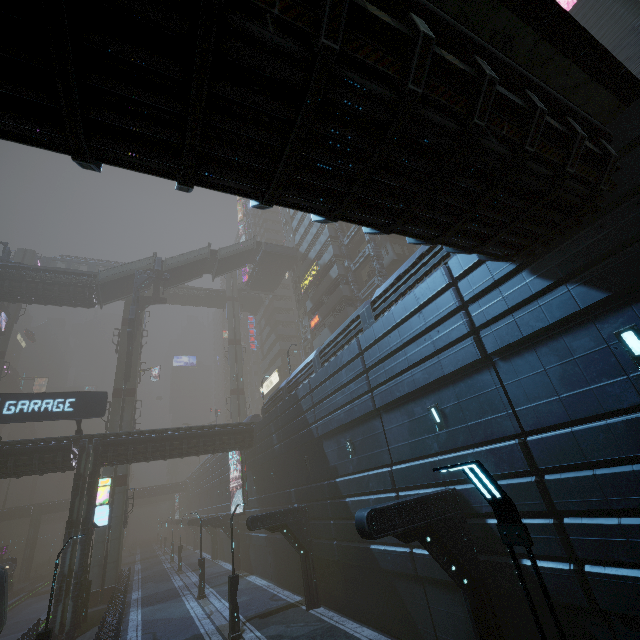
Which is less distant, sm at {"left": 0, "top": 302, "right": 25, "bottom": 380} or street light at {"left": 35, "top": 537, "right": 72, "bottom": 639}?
street light at {"left": 35, "top": 537, "right": 72, "bottom": 639}

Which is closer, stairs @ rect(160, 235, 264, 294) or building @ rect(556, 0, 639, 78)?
building @ rect(556, 0, 639, 78)

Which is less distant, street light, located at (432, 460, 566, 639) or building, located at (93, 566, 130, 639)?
street light, located at (432, 460, 566, 639)

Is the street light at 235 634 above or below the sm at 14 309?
below

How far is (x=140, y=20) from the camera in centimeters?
330cm

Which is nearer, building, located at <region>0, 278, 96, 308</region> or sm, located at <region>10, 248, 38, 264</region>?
building, located at <region>0, 278, 96, 308</region>

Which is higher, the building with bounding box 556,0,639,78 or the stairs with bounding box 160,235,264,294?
the stairs with bounding box 160,235,264,294

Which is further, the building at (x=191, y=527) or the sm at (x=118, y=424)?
the building at (x=191, y=527)
